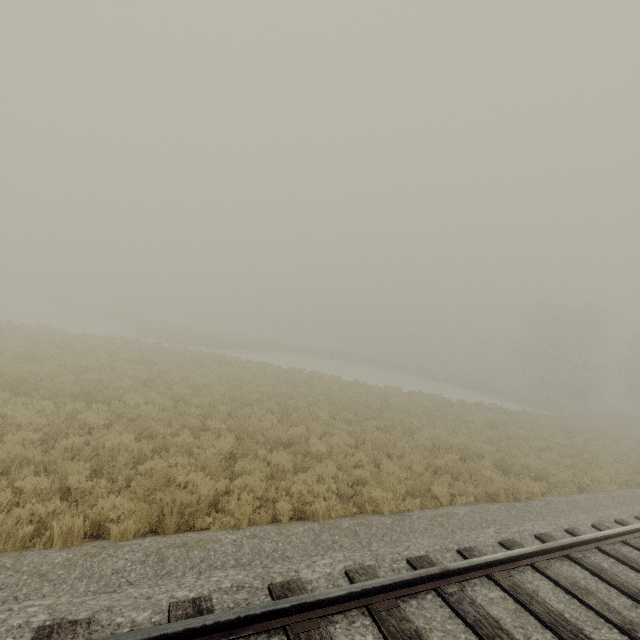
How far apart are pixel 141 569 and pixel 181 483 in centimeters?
226cm
